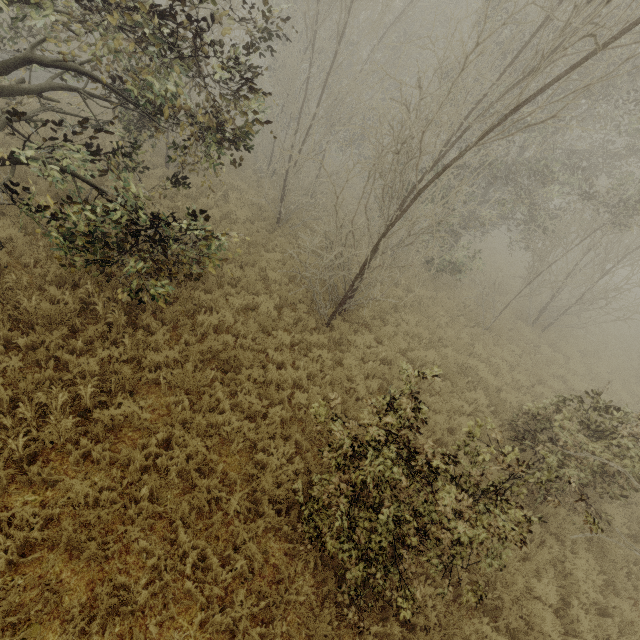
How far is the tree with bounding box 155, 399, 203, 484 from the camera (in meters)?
5.05

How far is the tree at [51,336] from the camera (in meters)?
5.54

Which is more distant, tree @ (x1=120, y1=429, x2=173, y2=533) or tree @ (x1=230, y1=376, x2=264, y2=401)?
tree @ (x1=230, y1=376, x2=264, y2=401)

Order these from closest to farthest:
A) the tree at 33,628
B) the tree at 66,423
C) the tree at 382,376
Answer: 1. the tree at 33,628
2. the tree at 66,423
3. the tree at 382,376

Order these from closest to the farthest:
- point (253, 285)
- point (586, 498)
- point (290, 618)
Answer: point (290, 618) < point (586, 498) < point (253, 285)
